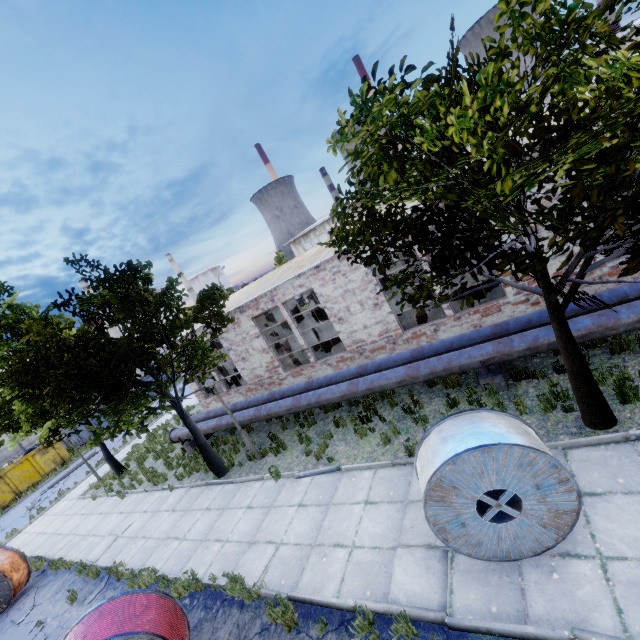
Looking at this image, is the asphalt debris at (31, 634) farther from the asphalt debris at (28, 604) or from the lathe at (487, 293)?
the lathe at (487, 293)

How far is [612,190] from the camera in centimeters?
357cm

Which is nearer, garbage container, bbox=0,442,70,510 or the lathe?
the lathe

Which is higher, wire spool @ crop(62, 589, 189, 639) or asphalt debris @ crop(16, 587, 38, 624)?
wire spool @ crop(62, 589, 189, 639)

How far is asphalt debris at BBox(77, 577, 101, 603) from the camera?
9.35m

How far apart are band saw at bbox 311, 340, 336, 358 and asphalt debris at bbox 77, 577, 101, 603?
9.9m

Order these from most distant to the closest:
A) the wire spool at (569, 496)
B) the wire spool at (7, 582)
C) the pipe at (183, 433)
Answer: the pipe at (183, 433) < the wire spool at (7, 582) < the wire spool at (569, 496)

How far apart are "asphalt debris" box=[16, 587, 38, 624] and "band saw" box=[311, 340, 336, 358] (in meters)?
12.22
